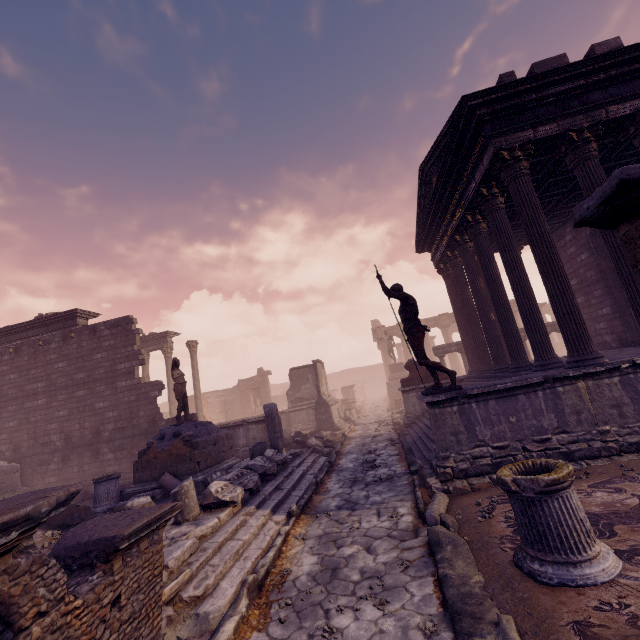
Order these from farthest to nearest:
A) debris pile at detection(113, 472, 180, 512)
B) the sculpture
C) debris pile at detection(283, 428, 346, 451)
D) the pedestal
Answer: the pedestal < debris pile at detection(283, 428, 346, 451) < the sculpture < debris pile at detection(113, 472, 180, 512)

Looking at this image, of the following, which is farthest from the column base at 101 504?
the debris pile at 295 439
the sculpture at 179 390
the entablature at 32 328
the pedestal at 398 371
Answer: the pedestal at 398 371

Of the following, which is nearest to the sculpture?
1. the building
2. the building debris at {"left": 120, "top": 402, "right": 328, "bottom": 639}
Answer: the building debris at {"left": 120, "top": 402, "right": 328, "bottom": 639}

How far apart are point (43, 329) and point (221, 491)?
15.0m

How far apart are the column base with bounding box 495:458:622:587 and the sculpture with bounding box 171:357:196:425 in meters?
9.2

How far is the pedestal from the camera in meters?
24.9

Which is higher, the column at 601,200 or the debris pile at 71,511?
the column at 601,200

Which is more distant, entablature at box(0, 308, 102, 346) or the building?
entablature at box(0, 308, 102, 346)
